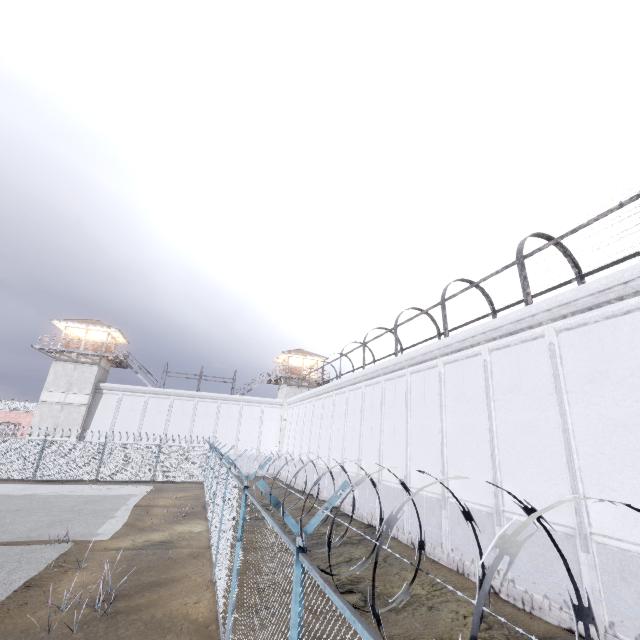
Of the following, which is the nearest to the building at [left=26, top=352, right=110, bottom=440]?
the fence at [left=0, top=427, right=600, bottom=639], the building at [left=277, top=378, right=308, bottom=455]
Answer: the fence at [left=0, top=427, right=600, bottom=639]

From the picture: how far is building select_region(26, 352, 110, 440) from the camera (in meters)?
30.44

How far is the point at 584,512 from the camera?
7.9m

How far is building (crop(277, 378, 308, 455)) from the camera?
37.38m

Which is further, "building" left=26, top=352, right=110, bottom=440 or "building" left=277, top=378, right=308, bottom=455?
"building" left=277, top=378, right=308, bottom=455

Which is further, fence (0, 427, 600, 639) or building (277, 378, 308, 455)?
building (277, 378, 308, 455)

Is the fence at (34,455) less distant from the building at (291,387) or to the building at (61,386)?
the building at (61,386)

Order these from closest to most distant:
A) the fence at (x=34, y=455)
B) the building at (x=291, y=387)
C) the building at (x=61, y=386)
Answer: the fence at (x=34, y=455) < the building at (x=61, y=386) < the building at (x=291, y=387)
